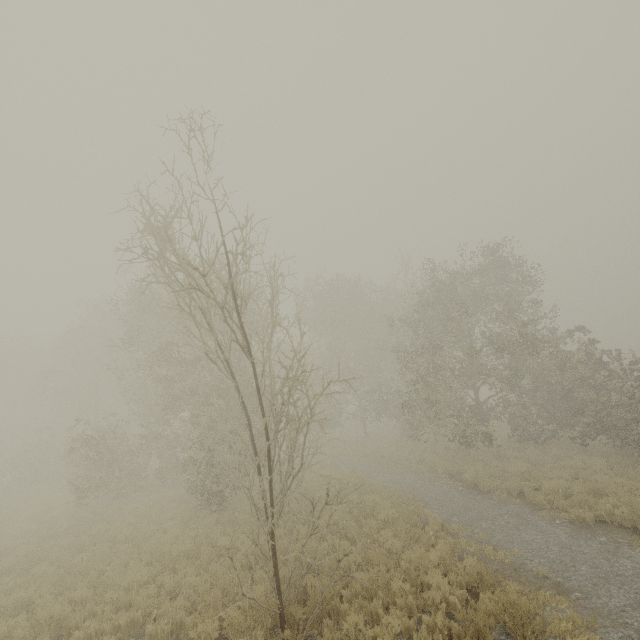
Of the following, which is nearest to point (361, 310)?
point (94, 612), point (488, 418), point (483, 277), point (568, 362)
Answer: point (483, 277)
